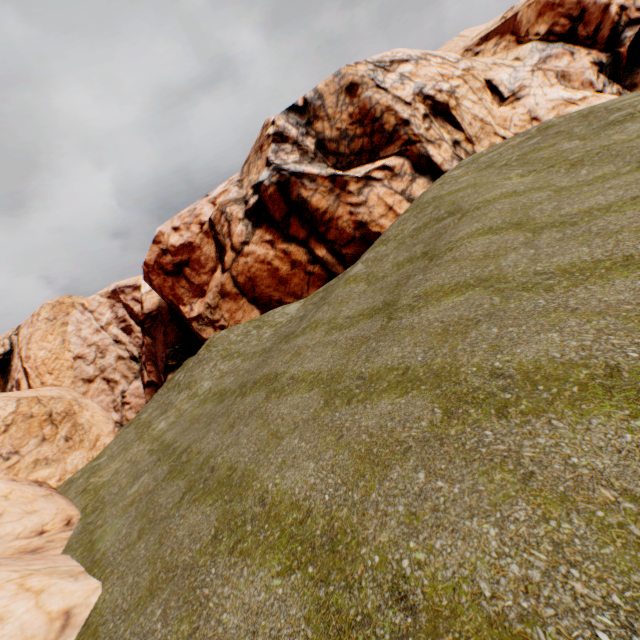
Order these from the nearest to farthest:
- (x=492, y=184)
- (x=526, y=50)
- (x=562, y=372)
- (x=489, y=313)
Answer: (x=562, y=372) < (x=489, y=313) < (x=492, y=184) < (x=526, y=50)
